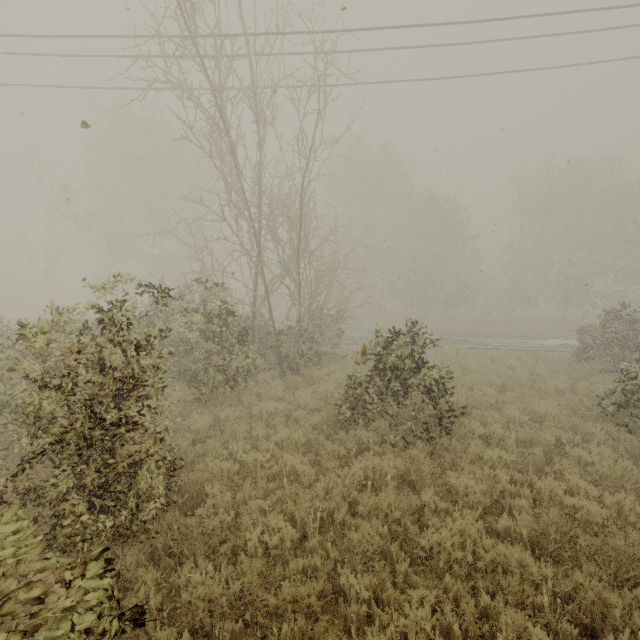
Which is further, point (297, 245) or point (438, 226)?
point (438, 226)
